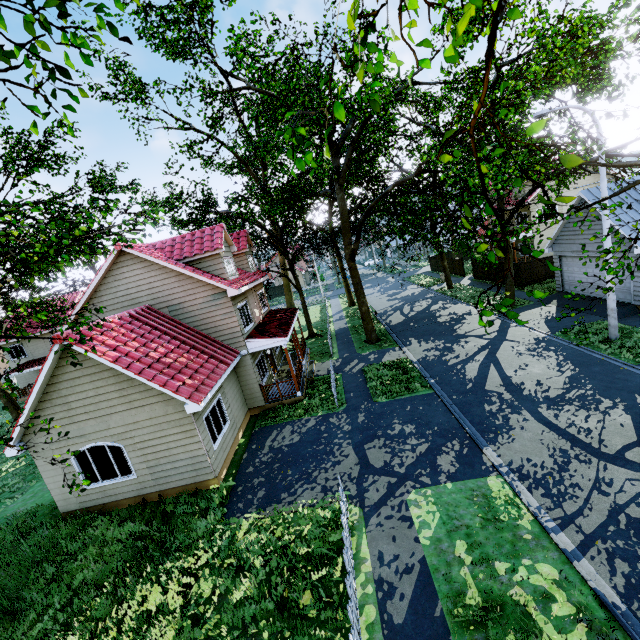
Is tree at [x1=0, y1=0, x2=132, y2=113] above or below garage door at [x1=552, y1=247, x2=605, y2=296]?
above

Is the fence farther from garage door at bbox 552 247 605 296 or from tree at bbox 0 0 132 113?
garage door at bbox 552 247 605 296

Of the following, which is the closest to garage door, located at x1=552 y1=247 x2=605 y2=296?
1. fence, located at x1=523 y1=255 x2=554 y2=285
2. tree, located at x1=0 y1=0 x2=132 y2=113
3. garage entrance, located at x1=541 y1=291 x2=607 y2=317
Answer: garage entrance, located at x1=541 y1=291 x2=607 y2=317

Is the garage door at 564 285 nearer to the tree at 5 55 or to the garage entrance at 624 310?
the garage entrance at 624 310

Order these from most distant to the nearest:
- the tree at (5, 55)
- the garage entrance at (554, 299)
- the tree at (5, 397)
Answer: the garage entrance at (554, 299) < the tree at (5, 397) < the tree at (5, 55)

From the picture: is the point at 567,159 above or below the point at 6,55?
below

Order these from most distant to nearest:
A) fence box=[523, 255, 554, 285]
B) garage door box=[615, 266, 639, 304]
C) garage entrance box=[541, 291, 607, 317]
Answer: fence box=[523, 255, 554, 285]
garage entrance box=[541, 291, 607, 317]
garage door box=[615, 266, 639, 304]
